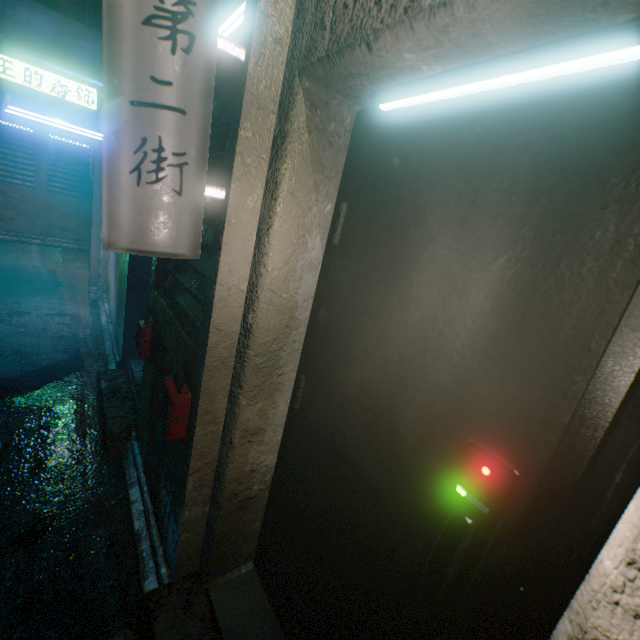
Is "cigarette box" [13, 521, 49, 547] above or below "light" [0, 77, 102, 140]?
below

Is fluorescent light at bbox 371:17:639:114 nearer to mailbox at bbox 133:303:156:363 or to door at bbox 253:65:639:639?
door at bbox 253:65:639:639

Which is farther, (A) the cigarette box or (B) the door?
(A) the cigarette box

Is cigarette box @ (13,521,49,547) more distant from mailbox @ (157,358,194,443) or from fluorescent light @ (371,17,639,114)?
fluorescent light @ (371,17,639,114)

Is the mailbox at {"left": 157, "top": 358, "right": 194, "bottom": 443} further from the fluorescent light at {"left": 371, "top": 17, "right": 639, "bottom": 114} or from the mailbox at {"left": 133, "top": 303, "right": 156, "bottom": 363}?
the fluorescent light at {"left": 371, "top": 17, "right": 639, "bottom": 114}

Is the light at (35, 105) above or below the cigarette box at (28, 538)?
above

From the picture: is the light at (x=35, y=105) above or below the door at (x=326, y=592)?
above

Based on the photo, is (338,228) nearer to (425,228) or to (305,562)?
(425,228)
